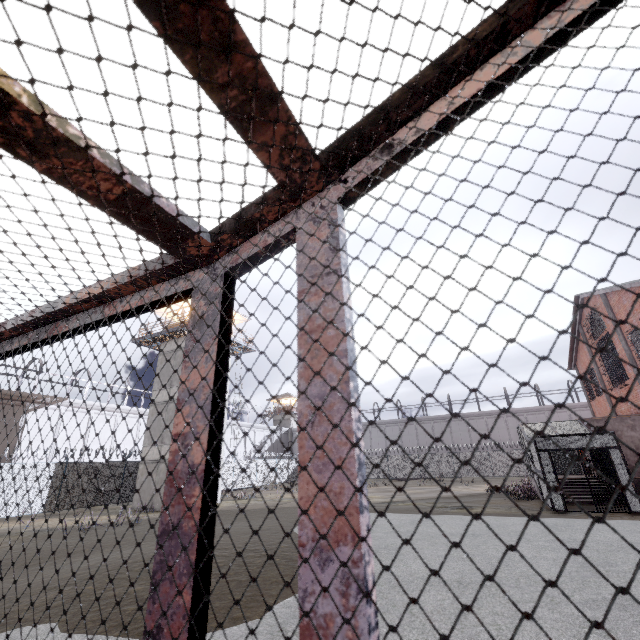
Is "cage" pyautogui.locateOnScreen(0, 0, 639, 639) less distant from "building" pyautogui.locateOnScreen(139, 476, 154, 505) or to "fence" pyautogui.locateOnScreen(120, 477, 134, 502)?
"fence" pyautogui.locateOnScreen(120, 477, 134, 502)

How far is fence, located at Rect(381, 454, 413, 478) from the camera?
40.3 meters

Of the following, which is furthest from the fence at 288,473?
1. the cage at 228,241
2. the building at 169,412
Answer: the cage at 228,241

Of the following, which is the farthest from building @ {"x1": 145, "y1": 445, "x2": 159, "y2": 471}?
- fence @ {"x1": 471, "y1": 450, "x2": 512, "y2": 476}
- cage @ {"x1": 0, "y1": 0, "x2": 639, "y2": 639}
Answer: cage @ {"x1": 0, "y1": 0, "x2": 639, "y2": 639}

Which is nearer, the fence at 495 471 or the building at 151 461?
the building at 151 461

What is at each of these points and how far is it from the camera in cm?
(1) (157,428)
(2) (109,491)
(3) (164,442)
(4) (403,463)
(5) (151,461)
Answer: (1) building, 2308
(2) fence, 2241
(3) building, 2230
(4) fence, 4078
(5) building, 2223
